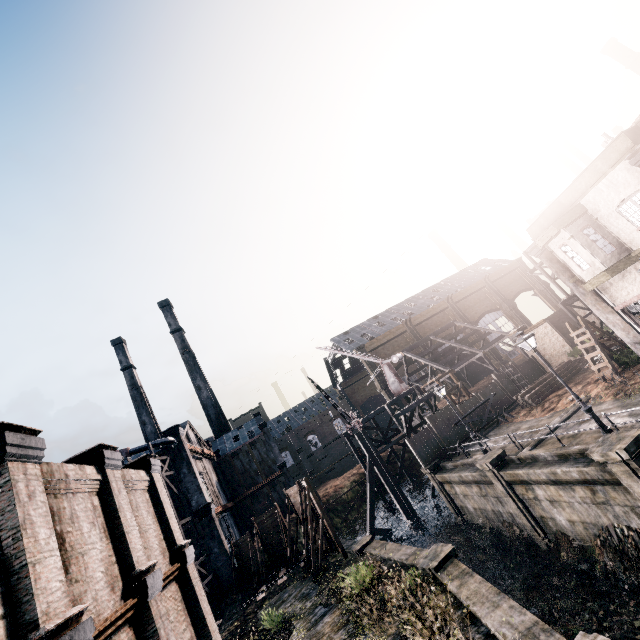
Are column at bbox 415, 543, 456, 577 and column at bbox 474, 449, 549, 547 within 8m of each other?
yes

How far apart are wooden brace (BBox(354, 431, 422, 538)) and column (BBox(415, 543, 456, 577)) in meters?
18.7

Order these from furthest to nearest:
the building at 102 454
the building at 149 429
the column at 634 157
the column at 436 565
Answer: the building at 149 429, the column at 634 157, the column at 436 565, the building at 102 454

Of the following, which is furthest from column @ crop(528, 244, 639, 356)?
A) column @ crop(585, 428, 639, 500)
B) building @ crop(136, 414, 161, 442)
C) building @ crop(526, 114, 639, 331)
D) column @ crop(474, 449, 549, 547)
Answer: building @ crop(136, 414, 161, 442)

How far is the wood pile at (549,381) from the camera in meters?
26.5

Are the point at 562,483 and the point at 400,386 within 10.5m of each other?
no

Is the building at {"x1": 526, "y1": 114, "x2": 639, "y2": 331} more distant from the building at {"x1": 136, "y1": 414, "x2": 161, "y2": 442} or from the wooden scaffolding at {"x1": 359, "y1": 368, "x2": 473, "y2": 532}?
the building at {"x1": 136, "y1": 414, "x2": 161, "y2": 442}

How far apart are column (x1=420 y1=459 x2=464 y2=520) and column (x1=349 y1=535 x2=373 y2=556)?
8.2 meters
